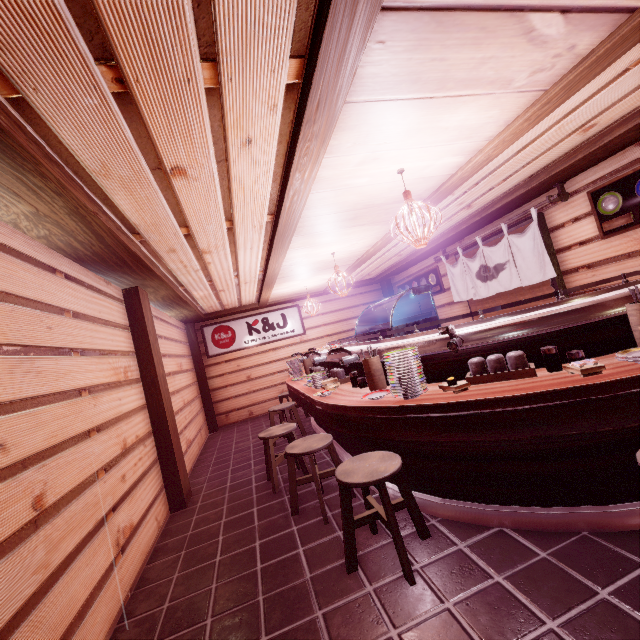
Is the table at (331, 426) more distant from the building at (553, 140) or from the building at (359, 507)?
the building at (553, 140)

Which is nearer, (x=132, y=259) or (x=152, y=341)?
(x=132, y=259)

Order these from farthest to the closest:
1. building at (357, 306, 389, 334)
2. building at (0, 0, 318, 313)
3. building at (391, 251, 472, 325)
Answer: building at (357, 306, 389, 334)
building at (391, 251, 472, 325)
building at (0, 0, 318, 313)

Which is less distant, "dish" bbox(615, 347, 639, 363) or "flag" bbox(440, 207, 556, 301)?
"dish" bbox(615, 347, 639, 363)

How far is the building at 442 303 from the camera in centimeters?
1260cm

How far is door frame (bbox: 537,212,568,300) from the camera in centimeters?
848cm

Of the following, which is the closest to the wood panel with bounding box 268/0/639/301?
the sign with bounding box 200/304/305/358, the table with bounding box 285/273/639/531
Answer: the sign with bounding box 200/304/305/358

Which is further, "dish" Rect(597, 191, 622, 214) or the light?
"dish" Rect(597, 191, 622, 214)
